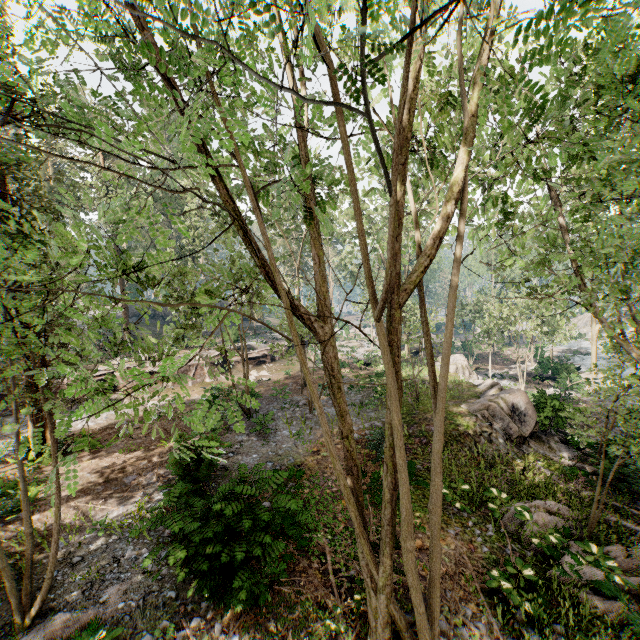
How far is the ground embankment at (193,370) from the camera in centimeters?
2567cm

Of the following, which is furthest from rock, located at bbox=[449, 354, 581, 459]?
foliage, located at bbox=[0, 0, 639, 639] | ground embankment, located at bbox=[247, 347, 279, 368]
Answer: ground embankment, located at bbox=[247, 347, 279, 368]

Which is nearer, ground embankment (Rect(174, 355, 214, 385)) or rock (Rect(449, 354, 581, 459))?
rock (Rect(449, 354, 581, 459))

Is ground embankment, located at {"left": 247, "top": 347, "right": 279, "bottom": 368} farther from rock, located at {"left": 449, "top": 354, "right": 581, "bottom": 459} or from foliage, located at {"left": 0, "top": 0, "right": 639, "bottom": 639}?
Answer: rock, located at {"left": 449, "top": 354, "right": 581, "bottom": 459}

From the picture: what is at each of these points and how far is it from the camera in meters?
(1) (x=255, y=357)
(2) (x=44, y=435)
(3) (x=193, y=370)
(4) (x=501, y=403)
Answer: (1) ground embankment, 30.7 m
(2) foliage, 13.6 m
(3) ground embankment, 26.3 m
(4) rock, 16.5 m

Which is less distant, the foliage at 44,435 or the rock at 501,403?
the foliage at 44,435

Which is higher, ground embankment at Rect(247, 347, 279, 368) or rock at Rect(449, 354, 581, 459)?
ground embankment at Rect(247, 347, 279, 368)
